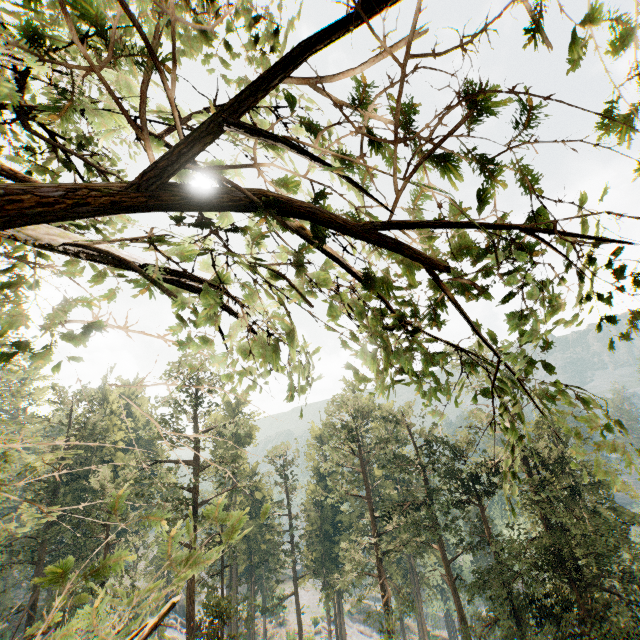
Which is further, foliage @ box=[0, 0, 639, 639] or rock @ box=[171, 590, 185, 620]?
rock @ box=[171, 590, 185, 620]

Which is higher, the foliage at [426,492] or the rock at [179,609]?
the foliage at [426,492]

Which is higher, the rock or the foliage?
the foliage

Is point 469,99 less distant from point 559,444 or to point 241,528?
point 559,444

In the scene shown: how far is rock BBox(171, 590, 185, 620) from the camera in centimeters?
5578cm

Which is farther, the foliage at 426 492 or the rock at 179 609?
the rock at 179 609
